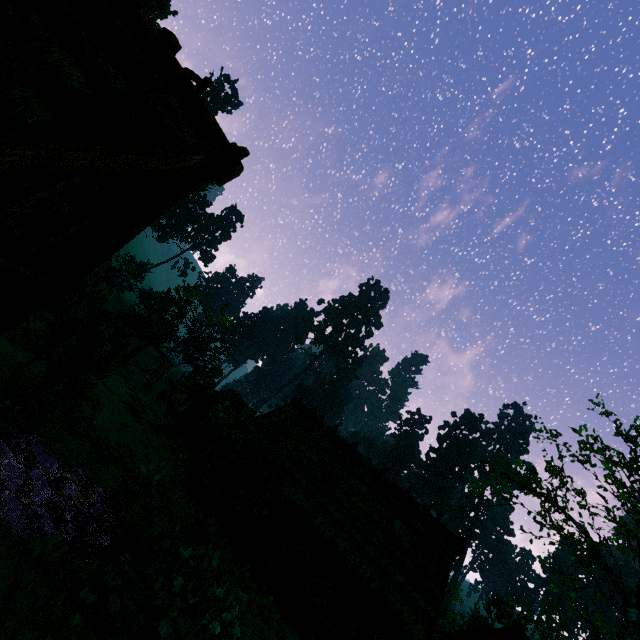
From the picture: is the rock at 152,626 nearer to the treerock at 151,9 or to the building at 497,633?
the treerock at 151,9

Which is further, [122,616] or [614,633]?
[614,633]

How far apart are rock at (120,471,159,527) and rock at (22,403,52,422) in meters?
3.6 m

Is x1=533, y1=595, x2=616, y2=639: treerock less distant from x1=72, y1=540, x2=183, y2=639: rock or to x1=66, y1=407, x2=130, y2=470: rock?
x1=66, y1=407, x2=130, y2=470: rock

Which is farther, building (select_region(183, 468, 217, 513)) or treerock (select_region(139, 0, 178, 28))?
treerock (select_region(139, 0, 178, 28))

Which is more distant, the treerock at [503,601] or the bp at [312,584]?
the treerock at [503,601]

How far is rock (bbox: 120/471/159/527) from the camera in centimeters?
1271cm

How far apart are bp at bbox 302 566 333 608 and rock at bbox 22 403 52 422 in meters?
12.1 m
